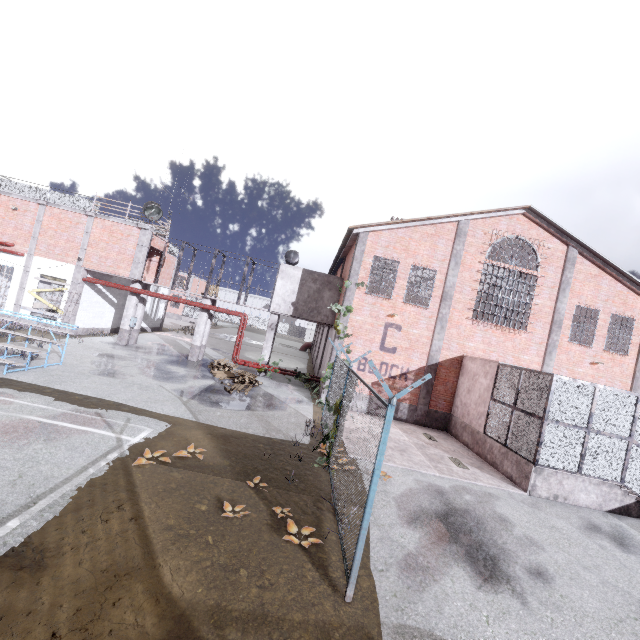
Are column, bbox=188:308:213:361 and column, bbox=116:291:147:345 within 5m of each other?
yes

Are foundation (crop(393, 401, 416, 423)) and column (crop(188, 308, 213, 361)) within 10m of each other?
yes

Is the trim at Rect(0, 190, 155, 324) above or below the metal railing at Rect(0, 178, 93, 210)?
below

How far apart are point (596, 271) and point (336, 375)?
15.7 meters

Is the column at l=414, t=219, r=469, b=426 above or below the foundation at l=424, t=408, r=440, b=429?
above

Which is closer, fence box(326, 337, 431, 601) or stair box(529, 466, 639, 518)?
fence box(326, 337, 431, 601)

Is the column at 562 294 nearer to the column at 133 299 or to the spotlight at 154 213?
the spotlight at 154 213

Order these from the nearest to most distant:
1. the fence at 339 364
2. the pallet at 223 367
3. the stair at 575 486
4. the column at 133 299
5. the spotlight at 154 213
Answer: the fence at 339 364, the stair at 575 486, the pallet at 223 367, the spotlight at 154 213, the column at 133 299
